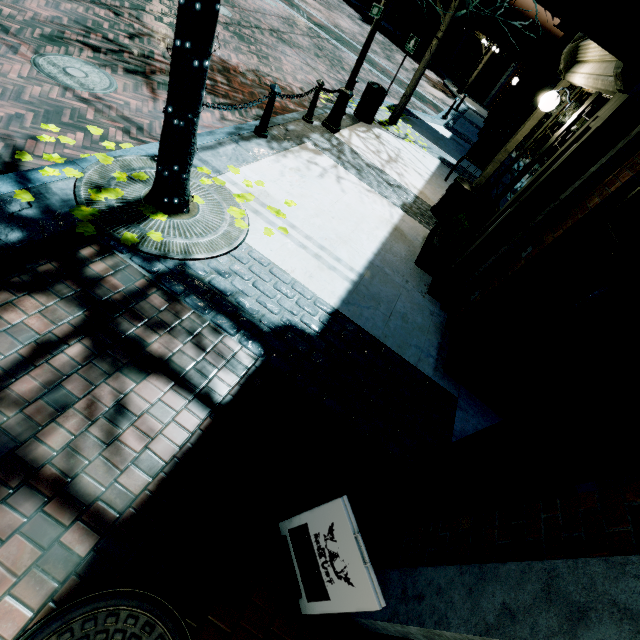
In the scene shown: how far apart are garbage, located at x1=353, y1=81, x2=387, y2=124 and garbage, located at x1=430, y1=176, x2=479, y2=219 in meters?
3.6 m

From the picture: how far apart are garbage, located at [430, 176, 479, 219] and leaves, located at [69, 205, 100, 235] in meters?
6.3

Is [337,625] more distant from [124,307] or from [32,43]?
[32,43]

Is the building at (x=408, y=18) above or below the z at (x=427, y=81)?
above

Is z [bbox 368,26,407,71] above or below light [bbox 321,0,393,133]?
below

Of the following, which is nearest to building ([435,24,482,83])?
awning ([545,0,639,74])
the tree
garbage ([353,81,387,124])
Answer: awning ([545,0,639,74])

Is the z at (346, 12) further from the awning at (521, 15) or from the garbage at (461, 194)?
the garbage at (461, 194)

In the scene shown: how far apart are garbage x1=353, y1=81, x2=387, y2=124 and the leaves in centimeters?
801cm
